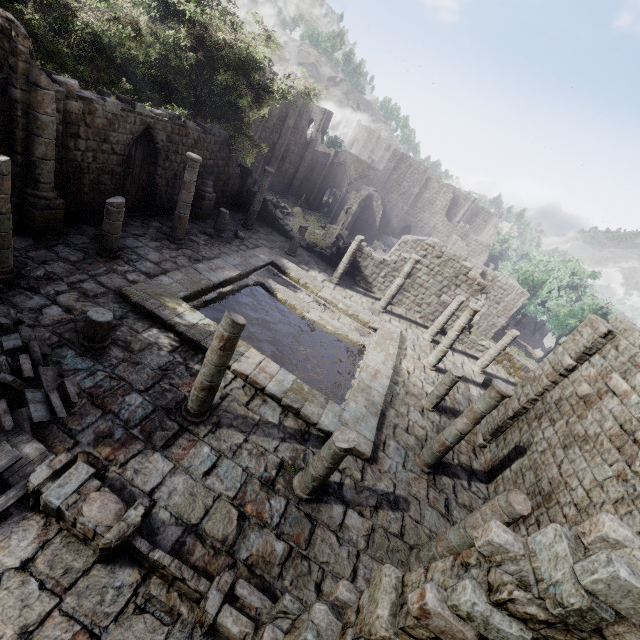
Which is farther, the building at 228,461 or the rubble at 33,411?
the rubble at 33,411

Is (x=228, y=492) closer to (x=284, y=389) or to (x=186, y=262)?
(x=284, y=389)

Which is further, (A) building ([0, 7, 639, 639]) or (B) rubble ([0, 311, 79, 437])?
(B) rubble ([0, 311, 79, 437])
